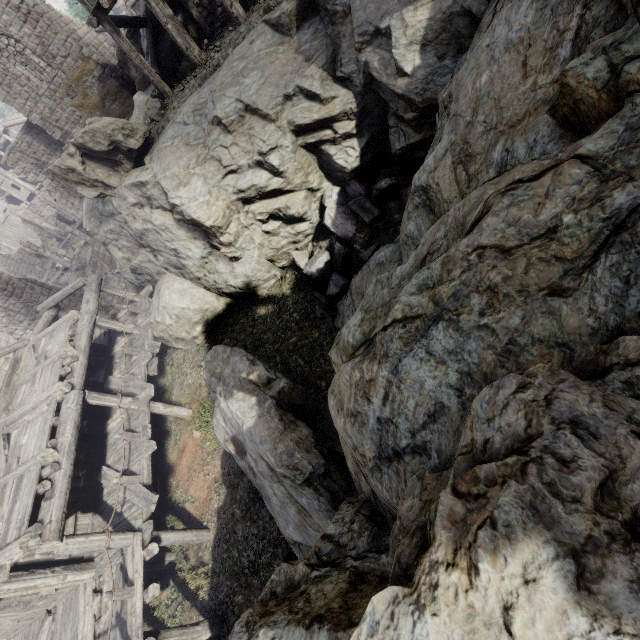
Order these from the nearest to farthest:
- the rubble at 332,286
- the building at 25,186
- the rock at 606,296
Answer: the rock at 606,296
the building at 25,186
the rubble at 332,286

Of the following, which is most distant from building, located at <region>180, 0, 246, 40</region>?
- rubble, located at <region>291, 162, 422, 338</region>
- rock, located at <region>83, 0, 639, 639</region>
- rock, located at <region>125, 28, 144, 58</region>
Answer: rubble, located at <region>291, 162, 422, 338</region>

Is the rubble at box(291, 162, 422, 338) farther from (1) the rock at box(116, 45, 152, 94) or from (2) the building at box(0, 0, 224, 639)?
(1) the rock at box(116, 45, 152, 94)

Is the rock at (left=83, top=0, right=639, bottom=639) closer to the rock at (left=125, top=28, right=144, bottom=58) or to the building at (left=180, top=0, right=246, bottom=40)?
the building at (left=180, top=0, right=246, bottom=40)

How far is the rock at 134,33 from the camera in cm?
1861

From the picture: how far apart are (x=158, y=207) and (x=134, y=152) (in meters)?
2.18

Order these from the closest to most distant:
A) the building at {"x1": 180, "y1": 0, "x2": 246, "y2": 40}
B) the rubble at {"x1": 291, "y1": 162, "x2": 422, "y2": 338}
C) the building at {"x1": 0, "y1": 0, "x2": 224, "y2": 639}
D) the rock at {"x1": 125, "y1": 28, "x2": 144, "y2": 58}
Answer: the building at {"x1": 0, "y1": 0, "x2": 224, "y2": 639} → the rubble at {"x1": 291, "y1": 162, "x2": 422, "y2": 338} → the building at {"x1": 180, "y1": 0, "x2": 246, "y2": 40} → the rock at {"x1": 125, "y1": 28, "x2": 144, "y2": 58}

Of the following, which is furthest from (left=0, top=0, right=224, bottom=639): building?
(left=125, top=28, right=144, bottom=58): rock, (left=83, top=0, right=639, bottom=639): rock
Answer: (left=125, top=28, right=144, bottom=58): rock
